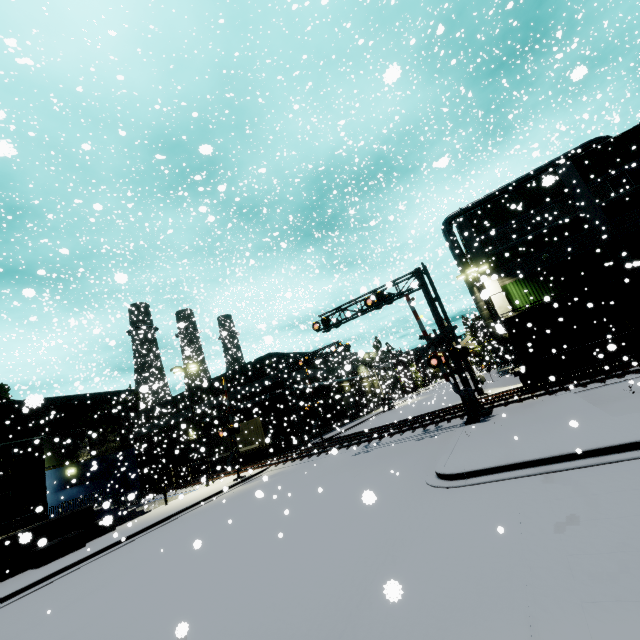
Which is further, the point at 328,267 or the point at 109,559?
the point at 328,267

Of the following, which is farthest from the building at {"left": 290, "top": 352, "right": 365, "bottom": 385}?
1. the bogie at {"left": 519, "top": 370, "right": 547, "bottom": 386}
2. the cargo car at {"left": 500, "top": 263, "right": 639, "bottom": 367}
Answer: the bogie at {"left": 519, "top": 370, "right": 547, "bottom": 386}

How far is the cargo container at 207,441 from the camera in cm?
3353

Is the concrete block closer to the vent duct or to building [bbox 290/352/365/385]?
building [bbox 290/352/365/385]

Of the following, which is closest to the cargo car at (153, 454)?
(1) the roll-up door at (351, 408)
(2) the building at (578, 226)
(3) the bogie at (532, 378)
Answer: (2) the building at (578, 226)

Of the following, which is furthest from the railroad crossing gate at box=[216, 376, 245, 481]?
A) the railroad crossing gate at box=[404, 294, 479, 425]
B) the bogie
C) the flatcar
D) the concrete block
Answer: the flatcar

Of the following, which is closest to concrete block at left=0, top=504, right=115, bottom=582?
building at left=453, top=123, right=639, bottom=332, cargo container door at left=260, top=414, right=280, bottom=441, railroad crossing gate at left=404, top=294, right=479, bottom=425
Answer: building at left=453, top=123, right=639, bottom=332

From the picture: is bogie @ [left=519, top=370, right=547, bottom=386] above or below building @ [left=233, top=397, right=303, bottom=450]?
below
